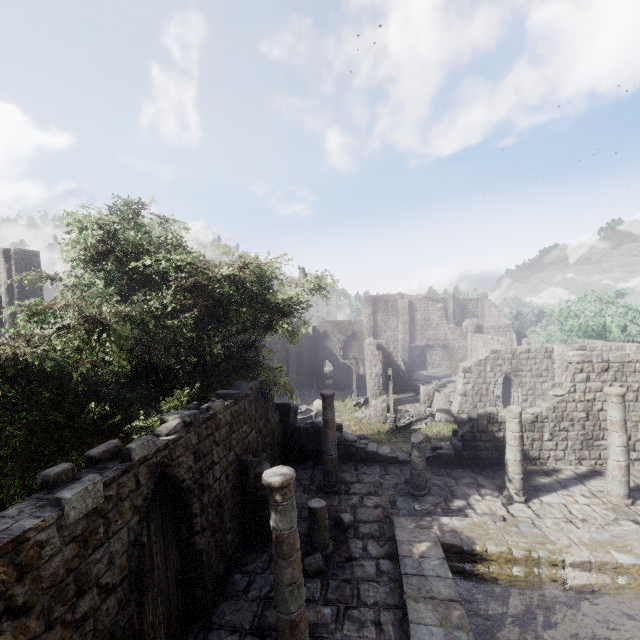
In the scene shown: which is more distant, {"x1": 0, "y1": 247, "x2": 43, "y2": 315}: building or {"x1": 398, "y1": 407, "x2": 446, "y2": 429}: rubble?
{"x1": 398, "y1": 407, "x2": 446, "y2": 429}: rubble

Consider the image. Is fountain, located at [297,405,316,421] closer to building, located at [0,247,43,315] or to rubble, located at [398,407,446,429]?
building, located at [0,247,43,315]

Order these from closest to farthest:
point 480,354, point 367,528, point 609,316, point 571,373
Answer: point 367,528 < point 571,373 < point 609,316 < point 480,354

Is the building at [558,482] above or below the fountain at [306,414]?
above

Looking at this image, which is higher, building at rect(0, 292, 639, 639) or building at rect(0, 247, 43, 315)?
building at rect(0, 247, 43, 315)

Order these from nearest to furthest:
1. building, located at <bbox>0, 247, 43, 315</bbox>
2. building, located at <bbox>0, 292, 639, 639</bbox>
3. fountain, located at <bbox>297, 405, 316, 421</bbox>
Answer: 1. building, located at <bbox>0, 292, 639, 639</bbox>
2. building, located at <bbox>0, 247, 43, 315</bbox>
3. fountain, located at <bbox>297, 405, 316, 421</bbox>

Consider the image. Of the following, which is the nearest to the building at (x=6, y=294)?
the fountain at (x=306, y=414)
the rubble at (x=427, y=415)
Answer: the rubble at (x=427, y=415)
